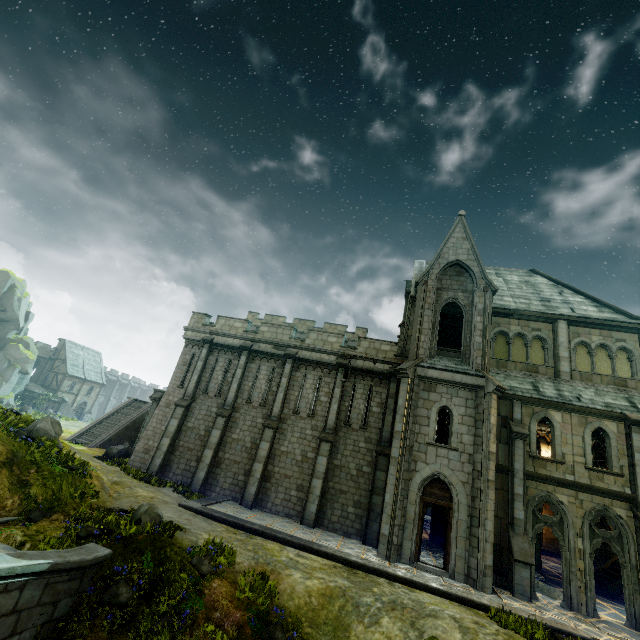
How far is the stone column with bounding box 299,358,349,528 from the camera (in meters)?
16.45

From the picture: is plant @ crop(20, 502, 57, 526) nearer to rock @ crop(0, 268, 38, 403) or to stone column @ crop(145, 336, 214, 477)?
rock @ crop(0, 268, 38, 403)

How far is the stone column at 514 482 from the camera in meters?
13.1

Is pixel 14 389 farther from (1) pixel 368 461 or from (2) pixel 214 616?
(2) pixel 214 616

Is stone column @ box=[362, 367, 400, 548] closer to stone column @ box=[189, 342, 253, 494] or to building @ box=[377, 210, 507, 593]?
building @ box=[377, 210, 507, 593]

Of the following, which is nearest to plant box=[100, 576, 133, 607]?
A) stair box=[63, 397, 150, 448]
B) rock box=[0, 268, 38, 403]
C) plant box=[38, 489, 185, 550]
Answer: plant box=[38, 489, 185, 550]

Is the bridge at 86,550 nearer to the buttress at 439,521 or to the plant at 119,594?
the plant at 119,594

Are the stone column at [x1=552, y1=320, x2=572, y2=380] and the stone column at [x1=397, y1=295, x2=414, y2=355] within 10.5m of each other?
yes
